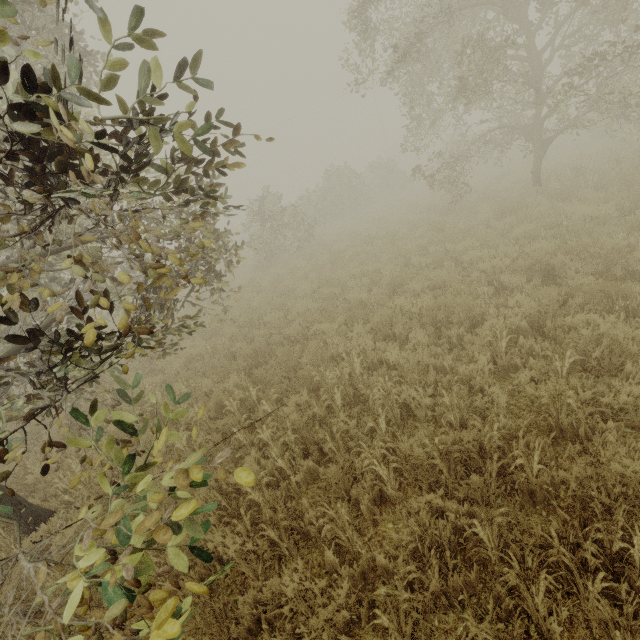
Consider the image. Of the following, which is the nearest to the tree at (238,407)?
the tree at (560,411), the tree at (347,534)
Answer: the tree at (347,534)

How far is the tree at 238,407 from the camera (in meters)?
4.43

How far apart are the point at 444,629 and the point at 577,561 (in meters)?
1.22

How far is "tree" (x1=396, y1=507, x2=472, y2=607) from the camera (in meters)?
2.46

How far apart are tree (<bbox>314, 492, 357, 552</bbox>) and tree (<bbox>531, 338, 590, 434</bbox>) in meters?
2.4 m

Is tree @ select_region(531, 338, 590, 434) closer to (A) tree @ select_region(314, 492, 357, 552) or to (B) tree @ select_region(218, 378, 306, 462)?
(A) tree @ select_region(314, 492, 357, 552)

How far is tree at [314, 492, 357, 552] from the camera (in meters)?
3.08
